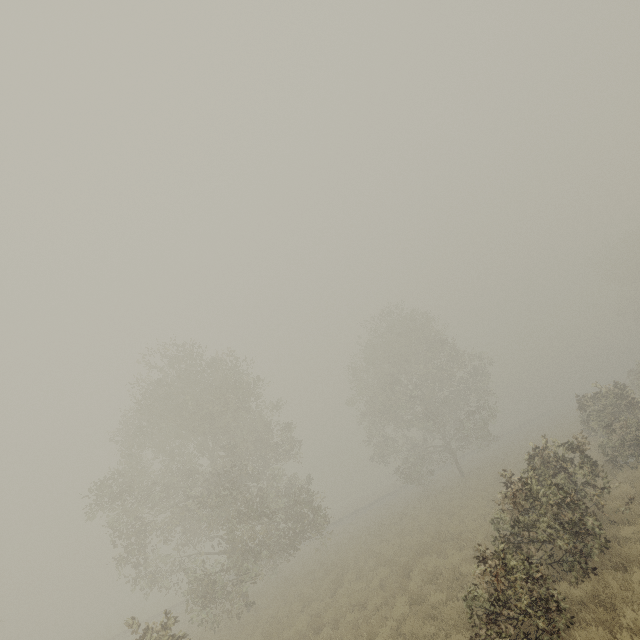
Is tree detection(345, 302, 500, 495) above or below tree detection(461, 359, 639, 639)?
above

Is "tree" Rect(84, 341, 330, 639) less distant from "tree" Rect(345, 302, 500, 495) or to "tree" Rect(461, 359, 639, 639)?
"tree" Rect(345, 302, 500, 495)

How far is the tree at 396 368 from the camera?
30.3m

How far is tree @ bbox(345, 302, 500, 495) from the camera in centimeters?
3030cm

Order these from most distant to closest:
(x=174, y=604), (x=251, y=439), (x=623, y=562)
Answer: (x=174, y=604) → (x=251, y=439) → (x=623, y=562)

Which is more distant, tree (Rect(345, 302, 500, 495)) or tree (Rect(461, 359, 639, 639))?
tree (Rect(345, 302, 500, 495))

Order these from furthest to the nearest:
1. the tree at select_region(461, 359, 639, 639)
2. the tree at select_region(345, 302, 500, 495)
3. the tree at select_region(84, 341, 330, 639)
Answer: the tree at select_region(345, 302, 500, 495)
the tree at select_region(84, 341, 330, 639)
the tree at select_region(461, 359, 639, 639)

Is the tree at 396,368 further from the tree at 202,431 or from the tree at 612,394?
the tree at 612,394
